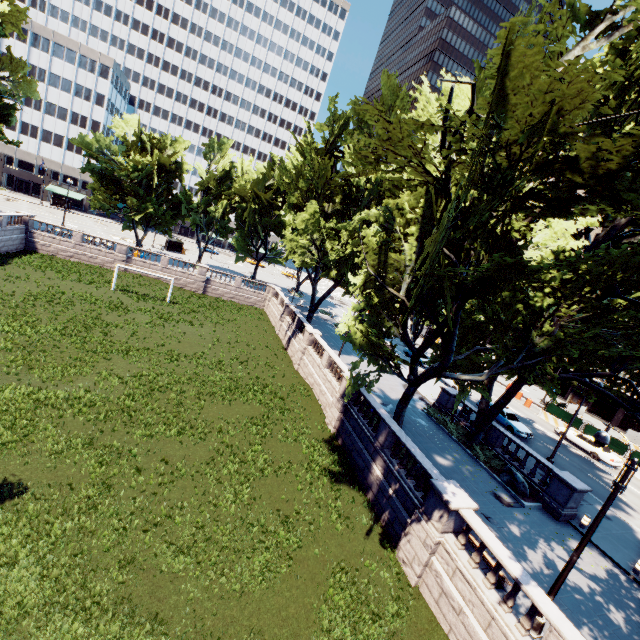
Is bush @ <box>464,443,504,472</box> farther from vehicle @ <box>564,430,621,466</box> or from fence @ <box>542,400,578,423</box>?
fence @ <box>542,400,578,423</box>

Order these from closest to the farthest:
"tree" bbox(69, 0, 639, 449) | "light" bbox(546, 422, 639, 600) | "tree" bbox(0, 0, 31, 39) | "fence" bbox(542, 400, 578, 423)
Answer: "tree" bbox(69, 0, 639, 449) < "light" bbox(546, 422, 639, 600) < "tree" bbox(0, 0, 31, 39) < "fence" bbox(542, 400, 578, 423)

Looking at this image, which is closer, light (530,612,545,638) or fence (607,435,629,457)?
light (530,612,545,638)

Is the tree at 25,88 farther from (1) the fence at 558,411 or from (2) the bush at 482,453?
(1) the fence at 558,411

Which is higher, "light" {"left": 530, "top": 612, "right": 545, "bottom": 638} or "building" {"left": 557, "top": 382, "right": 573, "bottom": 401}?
"building" {"left": 557, "top": 382, "right": 573, "bottom": 401}

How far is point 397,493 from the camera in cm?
1557

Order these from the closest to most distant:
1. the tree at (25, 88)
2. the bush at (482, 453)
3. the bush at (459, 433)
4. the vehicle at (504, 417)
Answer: the bush at (482, 453)
the bush at (459, 433)
the vehicle at (504, 417)
the tree at (25, 88)

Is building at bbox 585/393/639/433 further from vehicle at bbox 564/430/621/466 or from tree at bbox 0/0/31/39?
vehicle at bbox 564/430/621/466
